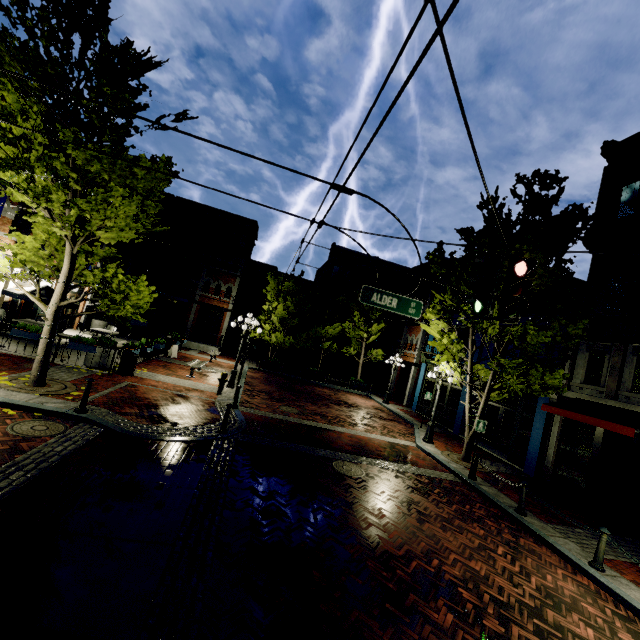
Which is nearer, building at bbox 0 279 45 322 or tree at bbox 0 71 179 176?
tree at bbox 0 71 179 176

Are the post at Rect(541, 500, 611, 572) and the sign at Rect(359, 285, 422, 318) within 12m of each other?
yes

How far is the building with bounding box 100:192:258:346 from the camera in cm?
2769

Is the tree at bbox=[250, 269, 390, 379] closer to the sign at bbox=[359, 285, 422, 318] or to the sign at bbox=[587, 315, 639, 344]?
the sign at bbox=[587, 315, 639, 344]

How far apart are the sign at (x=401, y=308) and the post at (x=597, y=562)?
5.9 meters

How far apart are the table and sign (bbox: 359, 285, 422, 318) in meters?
14.0 m

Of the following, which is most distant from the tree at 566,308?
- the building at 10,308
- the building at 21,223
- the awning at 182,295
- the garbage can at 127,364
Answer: the awning at 182,295

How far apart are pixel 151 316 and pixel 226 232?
10.0m
